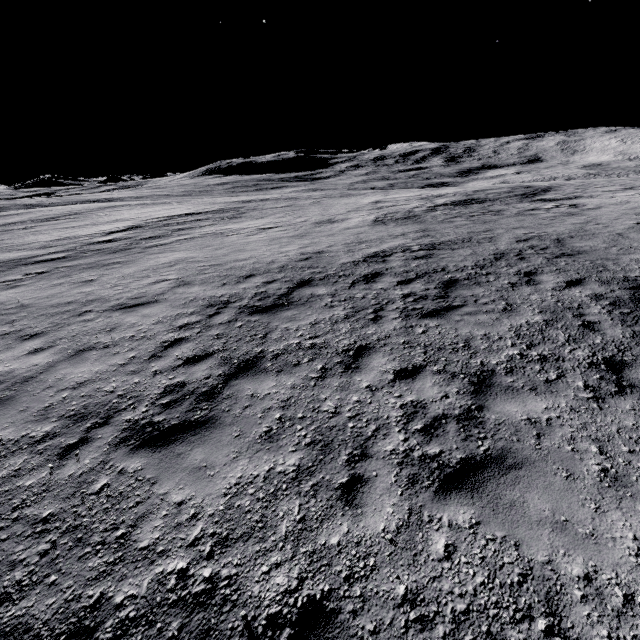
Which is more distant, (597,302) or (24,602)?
(597,302)
